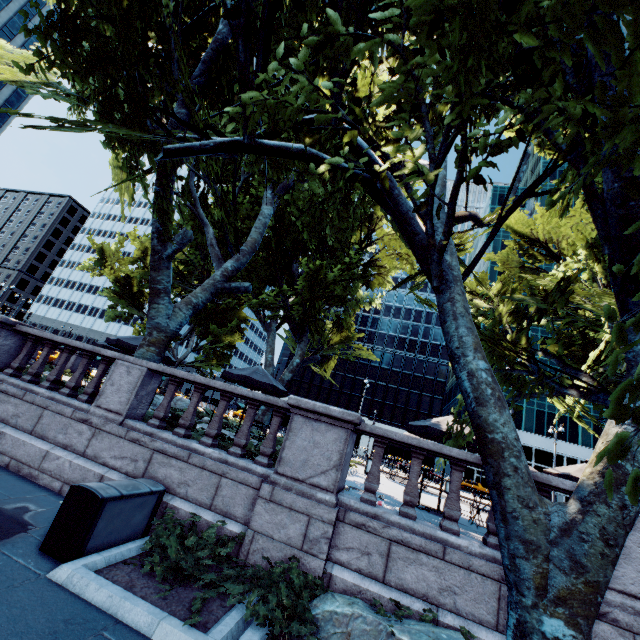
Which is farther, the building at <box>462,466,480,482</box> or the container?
the building at <box>462,466,480,482</box>

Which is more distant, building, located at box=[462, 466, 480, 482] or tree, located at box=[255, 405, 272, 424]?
building, located at box=[462, 466, 480, 482]

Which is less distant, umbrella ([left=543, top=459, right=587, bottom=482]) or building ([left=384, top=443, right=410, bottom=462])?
umbrella ([left=543, top=459, right=587, bottom=482])

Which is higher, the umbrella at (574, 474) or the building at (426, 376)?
the building at (426, 376)

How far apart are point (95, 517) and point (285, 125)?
6.6m

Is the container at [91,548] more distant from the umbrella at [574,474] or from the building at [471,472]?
the building at [471,472]

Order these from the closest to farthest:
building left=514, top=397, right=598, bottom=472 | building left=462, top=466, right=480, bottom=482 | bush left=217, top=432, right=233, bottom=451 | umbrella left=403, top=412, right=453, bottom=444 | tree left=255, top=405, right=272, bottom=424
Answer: Answer: bush left=217, top=432, right=233, bottom=451 → umbrella left=403, top=412, right=453, bottom=444 → tree left=255, top=405, right=272, bottom=424 → building left=514, top=397, right=598, bottom=472 → building left=462, top=466, right=480, bottom=482
